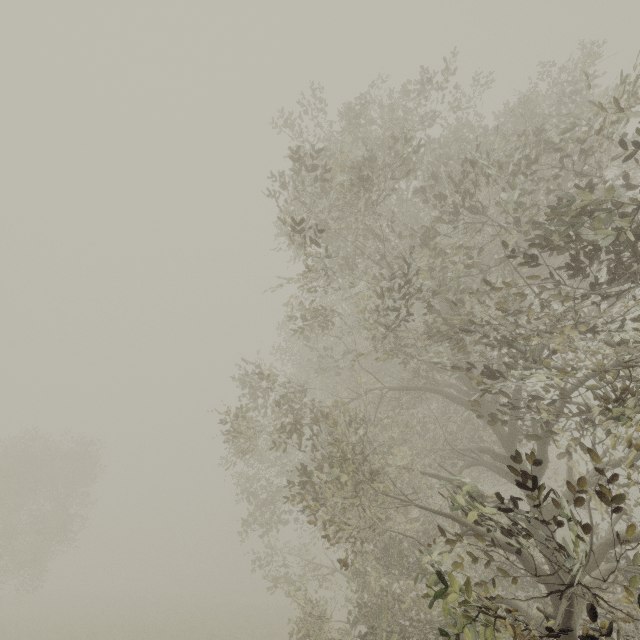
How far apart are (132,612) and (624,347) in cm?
4009
